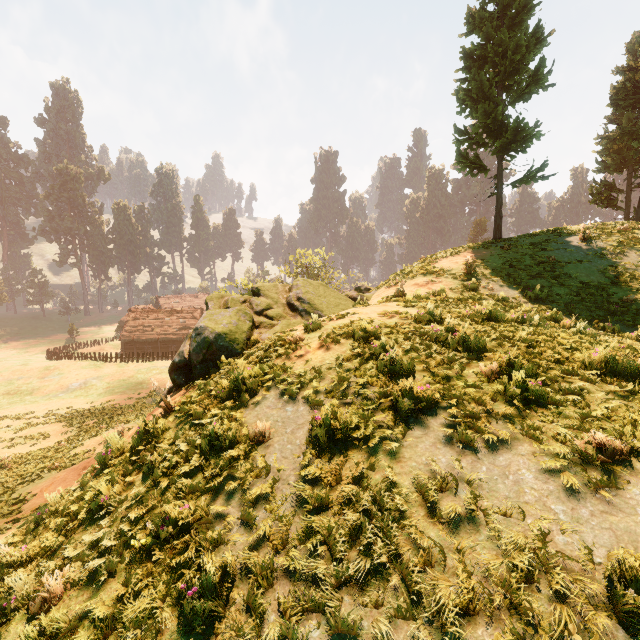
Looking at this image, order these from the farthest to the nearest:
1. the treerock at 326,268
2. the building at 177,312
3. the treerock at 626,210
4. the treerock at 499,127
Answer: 1. the building at 177,312
2. the treerock at 326,268
3. the treerock at 626,210
4. the treerock at 499,127

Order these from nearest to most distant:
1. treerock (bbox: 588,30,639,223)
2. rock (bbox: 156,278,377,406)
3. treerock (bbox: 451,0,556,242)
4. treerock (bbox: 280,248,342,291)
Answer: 1. rock (bbox: 156,278,377,406)
2. treerock (bbox: 451,0,556,242)
3. treerock (bbox: 588,30,639,223)
4. treerock (bbox: 280,248,342,291)

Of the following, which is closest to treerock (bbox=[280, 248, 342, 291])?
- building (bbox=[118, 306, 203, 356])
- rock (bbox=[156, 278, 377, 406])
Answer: Result: building (bbox=[118, 306, 203, 356])

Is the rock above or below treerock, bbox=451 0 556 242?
below

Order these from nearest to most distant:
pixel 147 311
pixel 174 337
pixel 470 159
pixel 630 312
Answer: pixel 630 312
pixel 470 159
pixel 174 337
pixel 147 311

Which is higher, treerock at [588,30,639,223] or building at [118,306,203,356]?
treerock at [588,30,639,223]

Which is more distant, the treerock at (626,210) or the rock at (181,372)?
the treerock at (626,210)

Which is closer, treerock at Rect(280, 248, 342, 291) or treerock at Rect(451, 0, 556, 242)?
treerock at Rect(451, 0, 556, 242)
